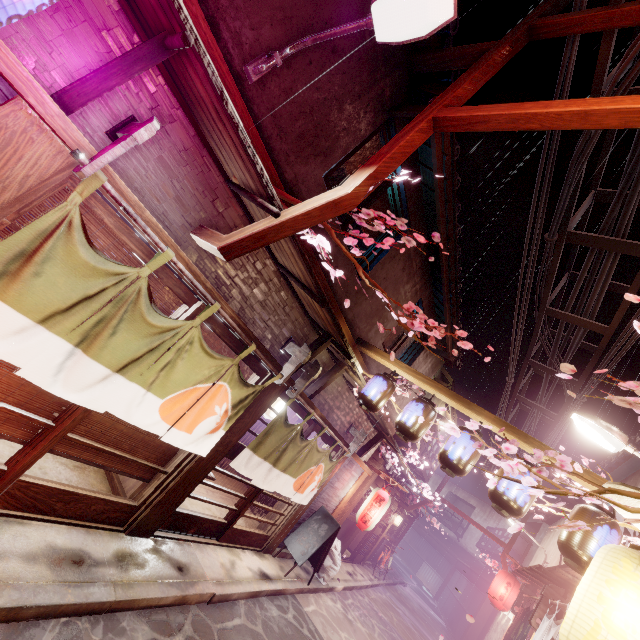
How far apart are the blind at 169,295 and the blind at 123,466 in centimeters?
176cm

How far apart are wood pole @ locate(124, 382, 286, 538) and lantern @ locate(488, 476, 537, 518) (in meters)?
5.91

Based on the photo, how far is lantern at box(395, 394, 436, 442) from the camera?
9.2m

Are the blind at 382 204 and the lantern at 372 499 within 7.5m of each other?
no

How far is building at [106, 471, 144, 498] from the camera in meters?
8.7 m

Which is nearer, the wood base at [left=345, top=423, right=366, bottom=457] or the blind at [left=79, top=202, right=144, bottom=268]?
the blind at [left=79, top=202, right=144, bottom=268]

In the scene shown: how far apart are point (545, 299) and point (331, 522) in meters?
12.8 m

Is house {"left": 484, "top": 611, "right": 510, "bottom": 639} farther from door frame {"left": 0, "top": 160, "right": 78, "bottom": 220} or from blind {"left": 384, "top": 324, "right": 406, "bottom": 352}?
door frame {"left": 0, "top": 160, "right": 78, "bottom": 220}
